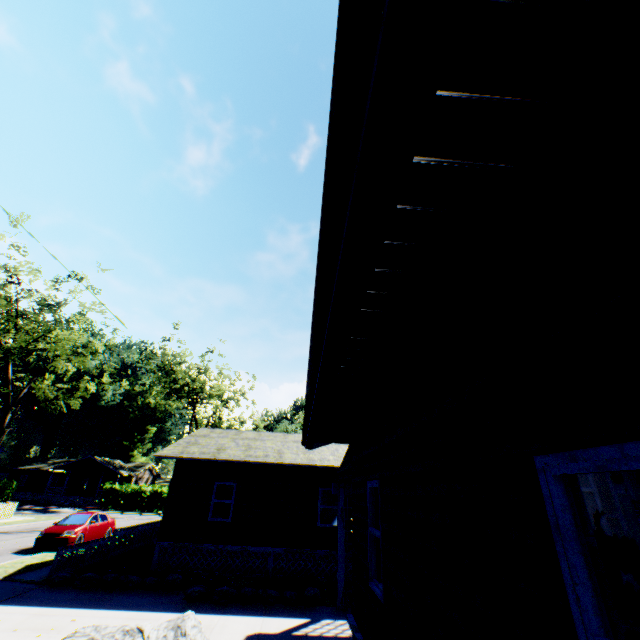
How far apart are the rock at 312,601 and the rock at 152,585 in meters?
5.9

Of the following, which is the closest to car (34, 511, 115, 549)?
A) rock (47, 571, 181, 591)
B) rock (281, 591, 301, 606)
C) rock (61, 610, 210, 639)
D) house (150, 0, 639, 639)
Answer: rock (47, 571, 181, 591)

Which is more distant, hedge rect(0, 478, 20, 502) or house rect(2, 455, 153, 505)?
house rect(2, 455, 153, 505)

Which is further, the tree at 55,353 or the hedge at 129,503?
the hedge at 129,503

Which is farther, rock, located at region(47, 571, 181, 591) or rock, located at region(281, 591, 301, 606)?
A: rock, located at region(47, 571, 181, 591)

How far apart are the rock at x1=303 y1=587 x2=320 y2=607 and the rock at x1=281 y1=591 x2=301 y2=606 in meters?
0.2 m

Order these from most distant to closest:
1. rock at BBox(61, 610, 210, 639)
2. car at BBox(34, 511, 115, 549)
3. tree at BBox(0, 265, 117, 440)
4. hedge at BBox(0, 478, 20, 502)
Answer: hedge at BBox(0, 478, 20, 502) < tree at BBox(0, 265, 117, 440) < car at BBox(34, 511, 115, 549) < rock at BBox(61, 610, 210, 639)

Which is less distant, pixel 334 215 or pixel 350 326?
pixel 334 215
